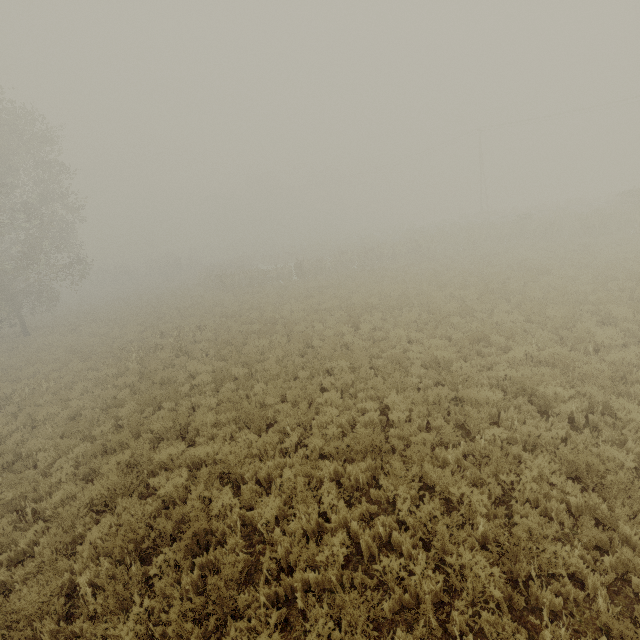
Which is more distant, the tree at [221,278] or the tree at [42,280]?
the tree at [221,278]

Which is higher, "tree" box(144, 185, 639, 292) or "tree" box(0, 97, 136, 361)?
"tree" box(0, 97, 136, 361)

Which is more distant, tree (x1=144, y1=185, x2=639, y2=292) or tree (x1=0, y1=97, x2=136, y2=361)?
tree (x1=144, y1=185, x2=639, y2=292)

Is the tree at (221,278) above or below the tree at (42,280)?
below

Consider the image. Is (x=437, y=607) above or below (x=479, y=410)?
below
